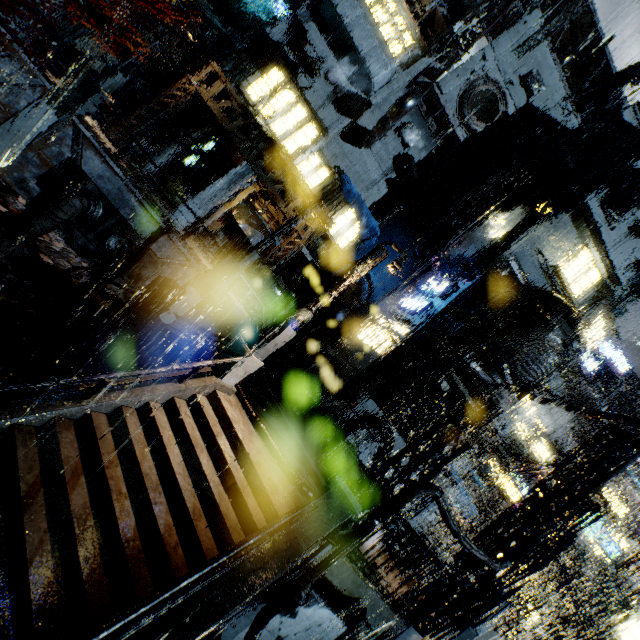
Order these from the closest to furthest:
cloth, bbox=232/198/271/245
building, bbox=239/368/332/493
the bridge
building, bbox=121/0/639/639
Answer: building, bbox=121/0/639/639, building, bbox=239/368/332/493, the bridge, cloth, bbox=232/198/271/245

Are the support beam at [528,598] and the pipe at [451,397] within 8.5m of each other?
no

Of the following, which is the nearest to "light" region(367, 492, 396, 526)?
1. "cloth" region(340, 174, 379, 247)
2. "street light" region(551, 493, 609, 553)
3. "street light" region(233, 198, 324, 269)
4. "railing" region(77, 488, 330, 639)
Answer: "railing" region(77, 488, 330, 639)

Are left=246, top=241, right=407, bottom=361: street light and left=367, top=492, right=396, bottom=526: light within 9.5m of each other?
yes

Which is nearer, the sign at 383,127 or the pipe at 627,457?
the pipe at 627,457

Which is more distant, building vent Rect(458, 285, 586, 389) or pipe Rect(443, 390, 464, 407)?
building vent Rect(458, 285, 586, 389)

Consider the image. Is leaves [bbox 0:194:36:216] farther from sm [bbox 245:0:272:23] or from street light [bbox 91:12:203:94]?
sm [bbox 245:0:272:23]

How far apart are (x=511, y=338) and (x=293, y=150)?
20.3m
